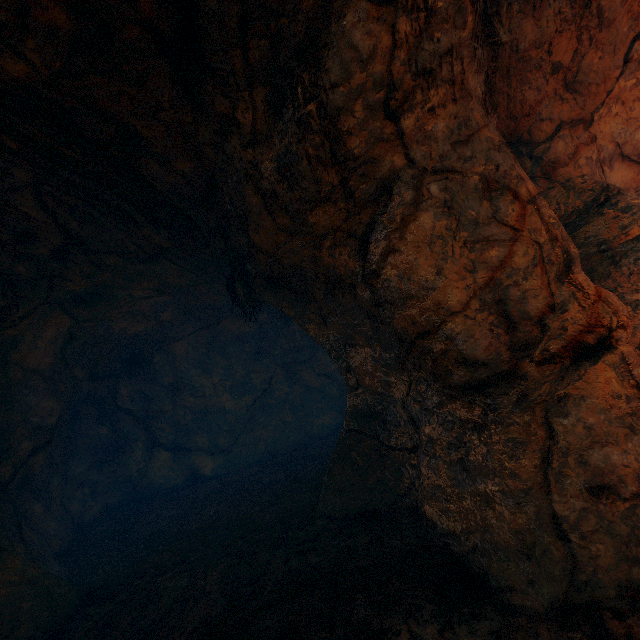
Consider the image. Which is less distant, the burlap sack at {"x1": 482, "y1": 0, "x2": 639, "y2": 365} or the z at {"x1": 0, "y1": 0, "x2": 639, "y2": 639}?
the z at {"x1": 0, "y1": 0, "x2": 639, "y2": 639}

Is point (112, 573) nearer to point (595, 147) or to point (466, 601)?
point (466, 601)

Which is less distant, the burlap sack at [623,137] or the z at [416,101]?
the z at [416,101]

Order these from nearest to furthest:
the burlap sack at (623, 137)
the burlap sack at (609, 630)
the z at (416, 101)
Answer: the burlap sack at (609, 630)
the z at (416, 101)
the burlap sack at (623, 137)

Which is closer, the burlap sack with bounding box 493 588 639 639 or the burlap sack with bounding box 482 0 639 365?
the burlap sack with bounding box 493 588 639 639

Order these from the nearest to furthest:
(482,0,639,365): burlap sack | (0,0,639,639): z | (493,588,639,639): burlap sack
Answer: (493,588,639,639): burlap sack → (0,0,639,639): z → (482,0,639,365): burlap sack

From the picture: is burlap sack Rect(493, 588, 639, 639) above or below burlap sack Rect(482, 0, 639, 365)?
below
